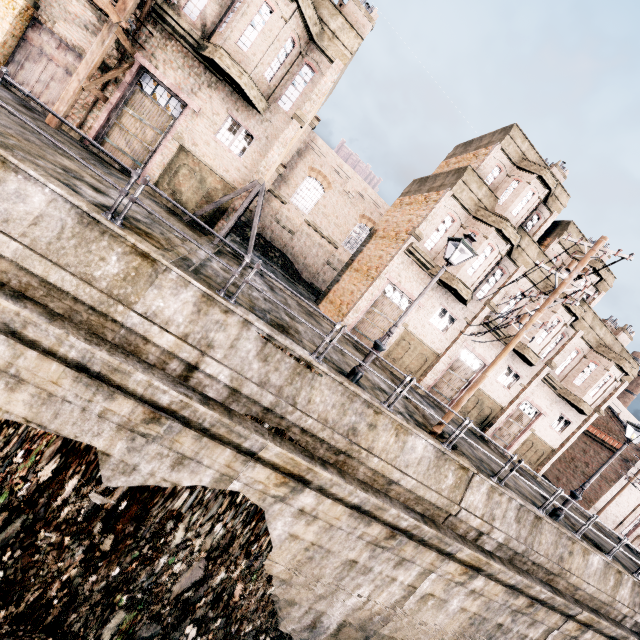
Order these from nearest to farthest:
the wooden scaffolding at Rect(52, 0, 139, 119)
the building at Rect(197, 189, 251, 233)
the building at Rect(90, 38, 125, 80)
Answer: the wooden scaffolding at Rect(52, 0, 139, 119) < the building at Rect(90, 38, 125, 80) < the building at Rect(197, 189, 251, 233)

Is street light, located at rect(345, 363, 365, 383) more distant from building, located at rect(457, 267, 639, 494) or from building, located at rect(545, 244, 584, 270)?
building, located at rect(457, 267, 639, 494)

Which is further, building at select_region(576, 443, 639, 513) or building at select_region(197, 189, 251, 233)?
building at select_region(576, 443, 639, 513)

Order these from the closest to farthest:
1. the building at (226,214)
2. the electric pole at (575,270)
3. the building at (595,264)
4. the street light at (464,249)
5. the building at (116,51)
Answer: the street light at (464,249), the electric pole at (575,270), the building at (116,51), the building at (226,214), the building at (595,264)

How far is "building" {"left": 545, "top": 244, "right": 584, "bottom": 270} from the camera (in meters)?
21.94

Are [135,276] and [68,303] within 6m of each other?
yes

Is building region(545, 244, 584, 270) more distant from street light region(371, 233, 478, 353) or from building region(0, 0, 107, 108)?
street light region(371, 233, 478, 353)

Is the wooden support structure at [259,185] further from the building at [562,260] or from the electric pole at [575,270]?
the electric pole at [575,270]
